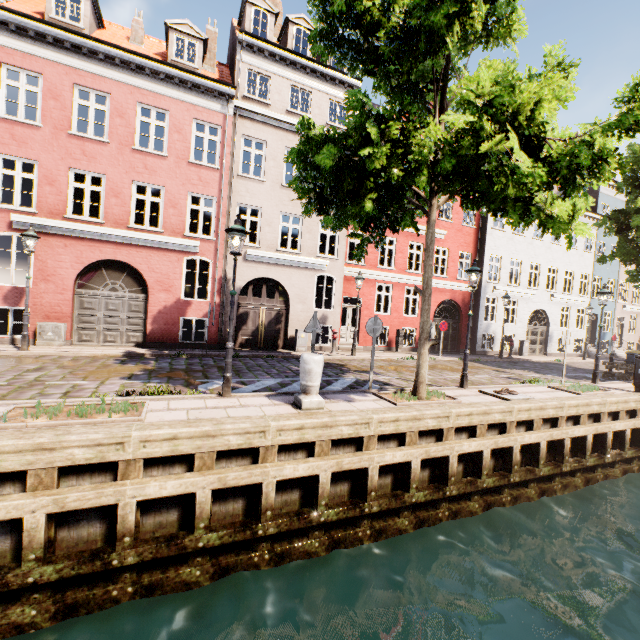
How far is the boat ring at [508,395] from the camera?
8.57m

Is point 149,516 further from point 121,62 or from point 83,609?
point 121,62

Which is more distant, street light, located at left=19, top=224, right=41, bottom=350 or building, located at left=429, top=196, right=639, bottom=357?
Answer: building, located at left=429, top=196, right=639, bottom=357

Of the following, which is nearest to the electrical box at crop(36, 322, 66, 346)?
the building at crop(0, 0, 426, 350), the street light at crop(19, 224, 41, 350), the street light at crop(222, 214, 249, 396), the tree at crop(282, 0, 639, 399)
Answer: the street light at crop(19, 224, 41, 350)

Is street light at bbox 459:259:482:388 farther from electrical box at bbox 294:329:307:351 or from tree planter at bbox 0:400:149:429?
tree planter at bbox 0:400:149:429

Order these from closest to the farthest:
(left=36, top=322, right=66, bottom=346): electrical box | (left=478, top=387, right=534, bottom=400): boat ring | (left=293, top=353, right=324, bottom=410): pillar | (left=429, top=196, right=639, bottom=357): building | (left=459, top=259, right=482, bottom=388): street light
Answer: (left=293, top=353, right=324, bottom=410): pillar < (left=478, top=387, right=534, bottom=400): boat ring < (left=459, top=259, right=482, bottom=388): street light < (left=36, top=322, right=66, bottom=346): electrical box < (left=429, top=196, right=639, bottom=357): building

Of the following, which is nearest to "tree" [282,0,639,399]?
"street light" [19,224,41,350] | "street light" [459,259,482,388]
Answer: "street light" [459,259,482,388]

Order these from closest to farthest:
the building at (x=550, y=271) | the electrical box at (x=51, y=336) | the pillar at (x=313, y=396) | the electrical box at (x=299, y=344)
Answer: the pillar at (x=313, y=396)
the electrical box at (x=51, y=336)
the electrical box at (x=299, y=344)
the building at (x=550, y=271)
